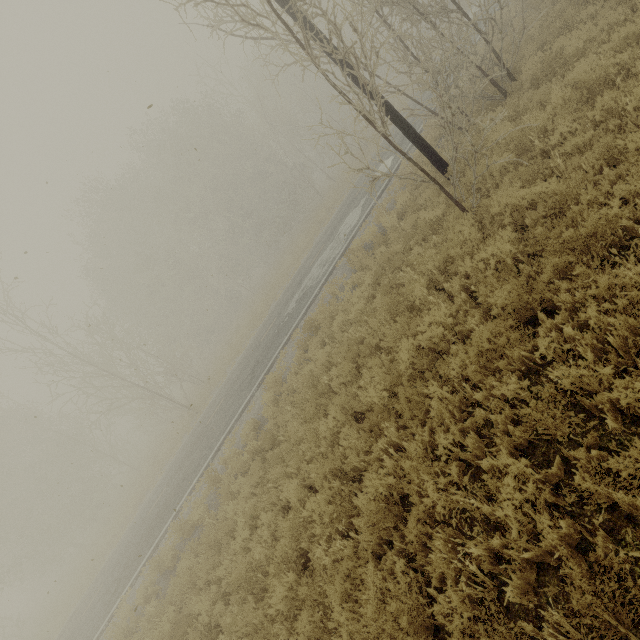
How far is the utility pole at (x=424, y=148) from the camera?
8.2m

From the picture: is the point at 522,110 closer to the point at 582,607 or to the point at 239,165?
the point at 582,607

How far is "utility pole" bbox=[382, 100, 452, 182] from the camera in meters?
8.2
